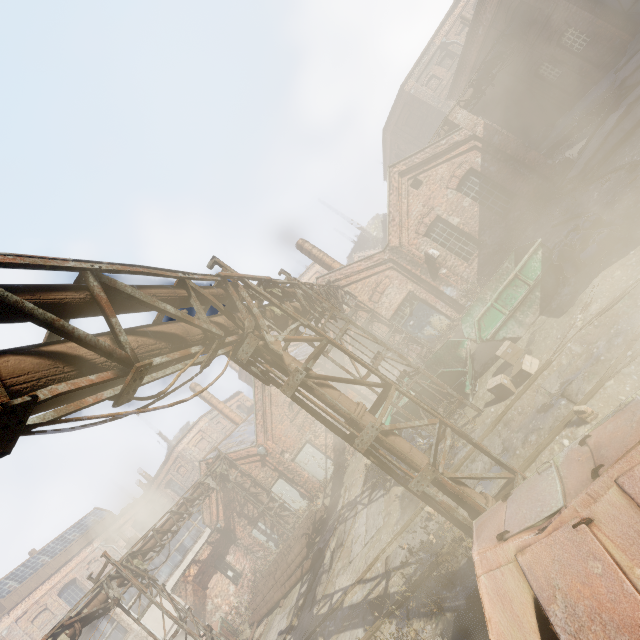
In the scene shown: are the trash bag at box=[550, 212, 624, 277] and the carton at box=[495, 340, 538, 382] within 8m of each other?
yes

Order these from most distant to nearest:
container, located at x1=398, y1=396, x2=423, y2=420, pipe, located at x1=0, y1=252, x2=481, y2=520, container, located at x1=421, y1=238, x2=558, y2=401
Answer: container, located at x1=398, y1=396, x2=423, y2=420 → container, located at x1=421, y1=238, x2=558, y2=401 → pipe, located at x1=0, y1=252, x2=481, y2=520

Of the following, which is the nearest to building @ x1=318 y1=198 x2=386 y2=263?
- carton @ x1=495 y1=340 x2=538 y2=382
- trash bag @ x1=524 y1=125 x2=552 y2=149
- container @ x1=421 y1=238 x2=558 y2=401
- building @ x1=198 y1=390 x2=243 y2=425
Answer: trash bag @ x1=524 y1=125 x2=552 y2=149

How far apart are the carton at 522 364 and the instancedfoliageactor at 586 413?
2.3m

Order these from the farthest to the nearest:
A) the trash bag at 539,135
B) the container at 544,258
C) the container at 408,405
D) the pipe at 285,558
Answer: the trash bag at 539,135, the pipe at 285,558, the container at 408,405, the container at 544,258

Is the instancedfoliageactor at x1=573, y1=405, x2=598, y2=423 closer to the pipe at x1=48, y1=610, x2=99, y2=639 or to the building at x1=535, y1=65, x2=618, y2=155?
the pipe at x1=48, y1=610, x2=99, y2=639

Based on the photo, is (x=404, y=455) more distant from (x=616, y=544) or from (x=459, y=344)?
(x=459, y=344)

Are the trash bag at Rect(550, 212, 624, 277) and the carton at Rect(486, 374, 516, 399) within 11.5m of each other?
yes
